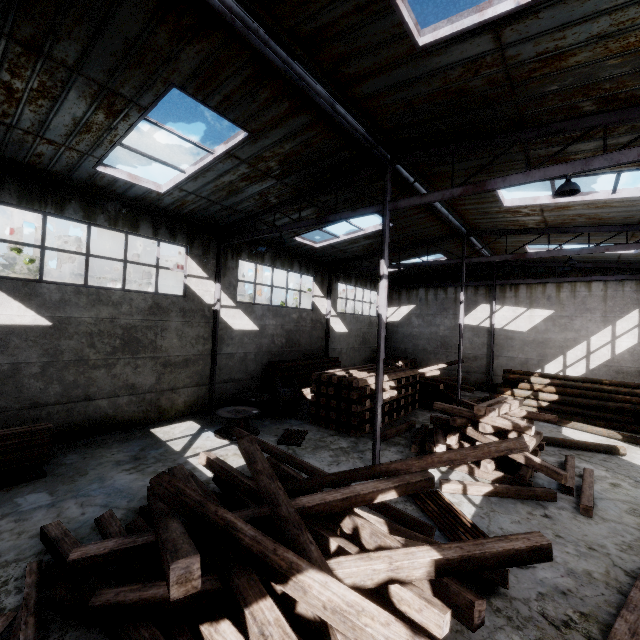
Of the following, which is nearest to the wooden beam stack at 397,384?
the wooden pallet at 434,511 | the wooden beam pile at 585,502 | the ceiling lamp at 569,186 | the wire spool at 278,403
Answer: the wire spool at 278,403

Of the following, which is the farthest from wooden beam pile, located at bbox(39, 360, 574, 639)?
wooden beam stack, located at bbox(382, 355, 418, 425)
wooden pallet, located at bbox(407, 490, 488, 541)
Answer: wooden beam stack, located at bbox(382, 355, 418, 425)

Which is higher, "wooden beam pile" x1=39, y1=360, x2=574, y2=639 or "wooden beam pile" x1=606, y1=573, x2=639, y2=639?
"wooden beam pile" x1=39, y1=360, x2=574, y2=639

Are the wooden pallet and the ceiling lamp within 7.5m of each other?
yes

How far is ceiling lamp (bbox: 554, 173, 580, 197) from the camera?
6.2m

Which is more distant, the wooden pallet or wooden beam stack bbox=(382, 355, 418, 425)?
wooden beam stack bbox=(382, 355, 418, 425)

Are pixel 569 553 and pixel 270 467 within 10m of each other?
yes

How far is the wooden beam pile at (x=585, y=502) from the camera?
7.08m
